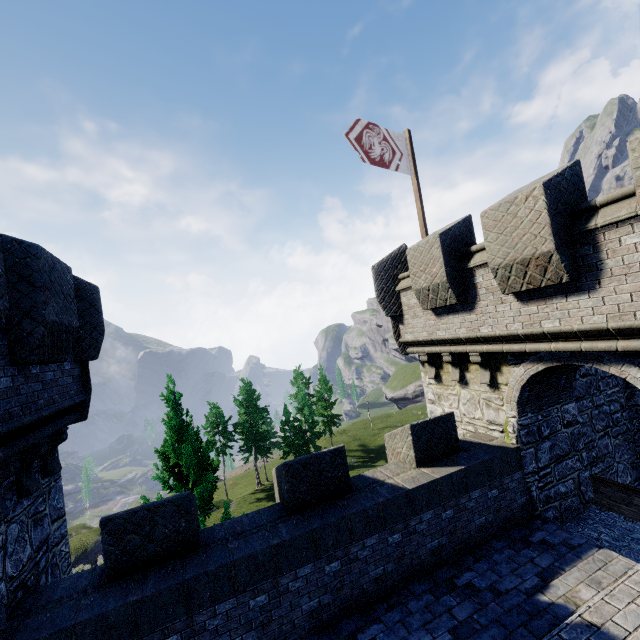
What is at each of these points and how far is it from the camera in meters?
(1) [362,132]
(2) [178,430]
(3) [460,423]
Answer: (1) flag, 9.5 m
(2) instancedfoliageactor, 11.4 m
(3) building, 9.4 m

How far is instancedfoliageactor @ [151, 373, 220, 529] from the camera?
10.8m

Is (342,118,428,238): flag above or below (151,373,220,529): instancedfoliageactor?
above

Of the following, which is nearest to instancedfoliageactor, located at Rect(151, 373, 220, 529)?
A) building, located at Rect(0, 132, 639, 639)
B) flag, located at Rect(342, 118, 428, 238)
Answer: building, located at Rect(0, 132, 639, 639)

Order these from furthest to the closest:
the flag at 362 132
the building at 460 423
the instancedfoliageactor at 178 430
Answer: the instancedfoliageactor at 178 430 < the flag at 362 132 < the building at 460 423

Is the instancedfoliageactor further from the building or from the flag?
the flag

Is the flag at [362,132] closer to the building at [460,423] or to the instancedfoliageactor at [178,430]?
the building at [460,423]

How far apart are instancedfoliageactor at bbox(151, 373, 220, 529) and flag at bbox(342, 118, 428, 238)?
9.65m
